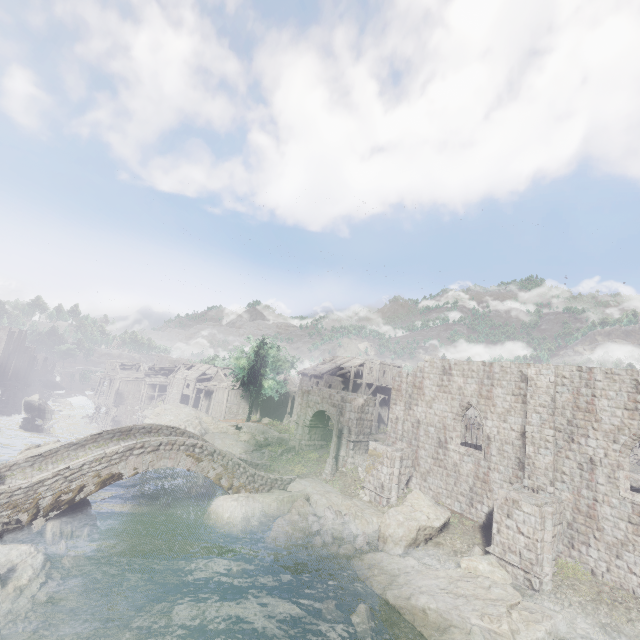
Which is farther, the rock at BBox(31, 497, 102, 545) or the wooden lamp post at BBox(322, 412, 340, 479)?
the wooden lamp post at BBox(322, 412, 340, 479)

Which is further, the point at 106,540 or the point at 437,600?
the point at 106,540

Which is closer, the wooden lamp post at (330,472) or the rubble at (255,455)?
the wooden lamp post at (330,472)

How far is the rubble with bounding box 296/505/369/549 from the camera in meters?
17.6 m

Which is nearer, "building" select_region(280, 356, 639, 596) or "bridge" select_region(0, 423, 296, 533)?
"bridge" select_region(0, 423, 296, 533)

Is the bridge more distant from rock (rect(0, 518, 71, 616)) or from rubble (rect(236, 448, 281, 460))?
rubble (rect(236, 448, 281, 460))

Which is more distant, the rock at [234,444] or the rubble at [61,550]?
the rock at [234,444]

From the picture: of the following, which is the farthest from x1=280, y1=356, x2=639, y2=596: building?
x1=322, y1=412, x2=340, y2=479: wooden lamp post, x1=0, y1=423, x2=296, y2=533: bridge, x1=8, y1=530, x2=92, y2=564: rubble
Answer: x1=8, y1=530, x2=92, y2=564: rubble
